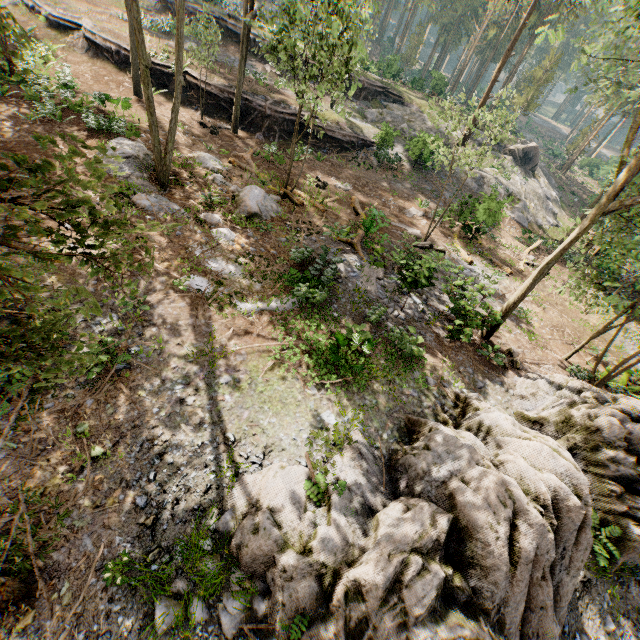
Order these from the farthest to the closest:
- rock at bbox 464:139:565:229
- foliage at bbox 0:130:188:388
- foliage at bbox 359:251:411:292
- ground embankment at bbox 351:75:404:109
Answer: ground embankment at bbox 351:75:404:109 < rock at bbox 464:139:565:229 < foliage at bbox 359:251:411:292 < foliage at bbox 0:130:188:388

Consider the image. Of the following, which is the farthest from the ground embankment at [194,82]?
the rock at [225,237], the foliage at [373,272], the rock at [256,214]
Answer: the rock at [225,237]

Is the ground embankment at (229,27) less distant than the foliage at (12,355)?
No

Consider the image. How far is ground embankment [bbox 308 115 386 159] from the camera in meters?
25.1 m

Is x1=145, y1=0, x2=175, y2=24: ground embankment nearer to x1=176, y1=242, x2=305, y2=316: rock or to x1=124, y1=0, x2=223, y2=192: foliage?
x1=124, y1=0, x2=223, y2=192: foliage

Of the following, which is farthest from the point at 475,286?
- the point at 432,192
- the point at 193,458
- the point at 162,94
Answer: the point at 162,94

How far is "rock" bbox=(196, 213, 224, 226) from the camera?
13.2m

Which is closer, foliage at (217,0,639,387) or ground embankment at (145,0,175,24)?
foliage at (217,0,639,387)
